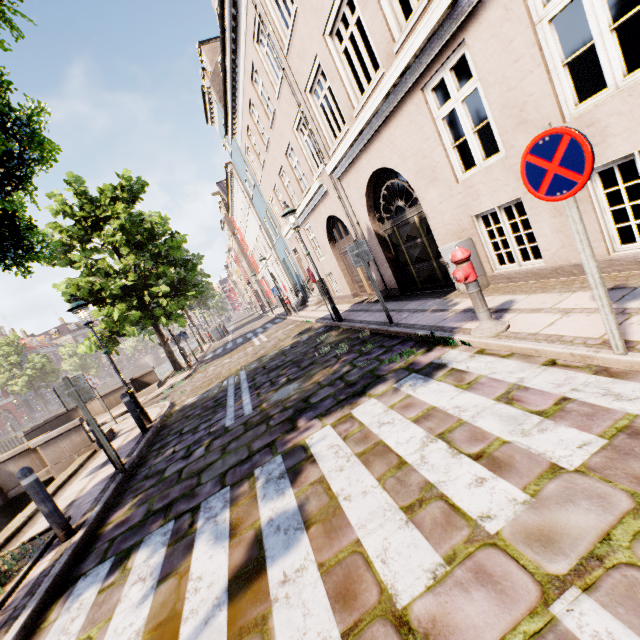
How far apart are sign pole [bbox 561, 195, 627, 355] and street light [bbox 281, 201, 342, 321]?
7.6m

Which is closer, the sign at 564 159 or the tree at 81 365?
the sign at 564 159

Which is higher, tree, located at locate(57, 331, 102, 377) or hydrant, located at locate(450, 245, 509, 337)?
tree, located at locate(57, 331, 102, 377)

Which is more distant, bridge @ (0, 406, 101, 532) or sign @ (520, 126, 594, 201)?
bridge @ (0, 406, 101, 532)

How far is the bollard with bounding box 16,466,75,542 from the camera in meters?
4.1

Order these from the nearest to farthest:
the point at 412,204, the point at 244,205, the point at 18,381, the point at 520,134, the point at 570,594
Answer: the point at 570,594
the point at 520,134
the point at 412,204
the point at 244,205
the point at 18,381

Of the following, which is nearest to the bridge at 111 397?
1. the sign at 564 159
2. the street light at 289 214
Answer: the street light at 289 214

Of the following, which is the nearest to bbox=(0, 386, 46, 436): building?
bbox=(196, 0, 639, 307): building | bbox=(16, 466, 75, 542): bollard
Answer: bbox=(16, 466, 75, 542): bollard
